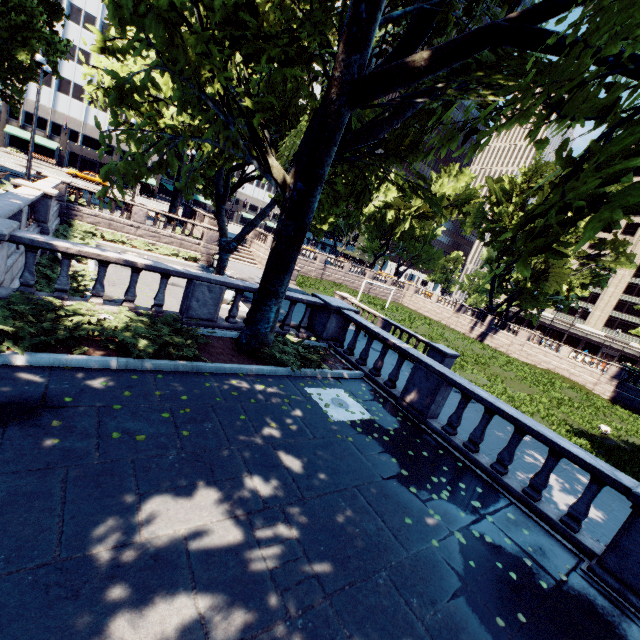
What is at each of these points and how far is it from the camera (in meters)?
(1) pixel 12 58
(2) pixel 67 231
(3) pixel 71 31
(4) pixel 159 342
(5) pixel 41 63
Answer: (1) tree, 24.86
(2) bush, 19.62
(3) building, 53.44
(4) bush, 7.40
(5) light, 15.14

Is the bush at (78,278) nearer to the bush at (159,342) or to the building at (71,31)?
the bush at (159,342)

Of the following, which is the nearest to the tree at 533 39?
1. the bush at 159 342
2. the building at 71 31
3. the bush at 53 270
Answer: the building at 71 31

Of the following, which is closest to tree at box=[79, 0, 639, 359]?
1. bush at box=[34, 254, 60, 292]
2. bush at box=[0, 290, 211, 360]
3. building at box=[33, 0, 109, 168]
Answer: building at box=[33, 0, 109, 168]

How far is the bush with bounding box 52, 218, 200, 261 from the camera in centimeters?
1856cm

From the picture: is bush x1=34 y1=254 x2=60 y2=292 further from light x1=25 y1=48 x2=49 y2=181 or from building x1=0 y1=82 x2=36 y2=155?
building x1=0 y1=82 x2=36 y2=155

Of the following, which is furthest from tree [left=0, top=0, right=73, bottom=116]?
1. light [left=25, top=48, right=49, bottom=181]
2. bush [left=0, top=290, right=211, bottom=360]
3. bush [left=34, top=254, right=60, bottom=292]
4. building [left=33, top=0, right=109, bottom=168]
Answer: light [left=25, top=48, right=49, bottom=181]
